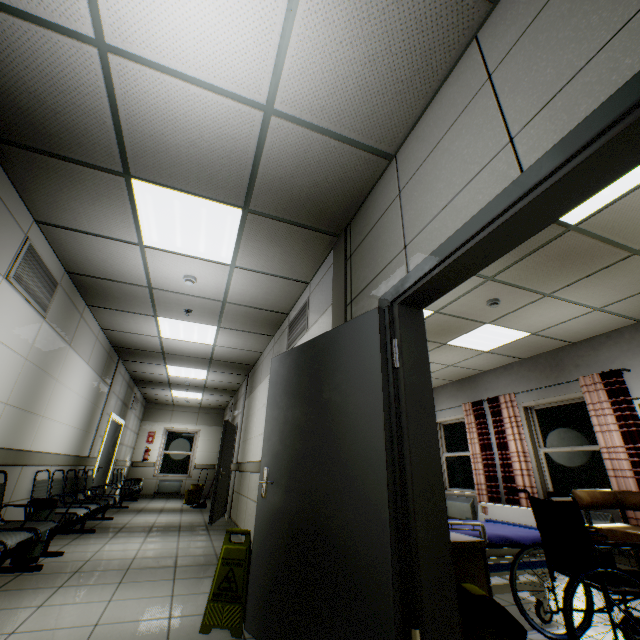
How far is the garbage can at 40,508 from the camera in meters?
3.8 m

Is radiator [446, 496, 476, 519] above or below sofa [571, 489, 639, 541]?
below

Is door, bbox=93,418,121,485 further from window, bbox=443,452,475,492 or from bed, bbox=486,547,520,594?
window, bbox=443,452,475,492

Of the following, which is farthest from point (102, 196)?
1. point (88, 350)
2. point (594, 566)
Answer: point (594, 566)

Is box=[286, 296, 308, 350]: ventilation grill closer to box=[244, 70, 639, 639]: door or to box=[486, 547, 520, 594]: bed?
box=[244, 70, 639, 639]: door

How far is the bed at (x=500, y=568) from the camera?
2.6m

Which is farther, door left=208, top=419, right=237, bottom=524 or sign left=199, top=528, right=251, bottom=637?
door left=208, top=419, right=237, bottom=524

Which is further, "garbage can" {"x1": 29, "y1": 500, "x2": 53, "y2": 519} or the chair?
"garbage can" {"x1": 29, "y1": 500, "x2": 53, "y2": 519}
